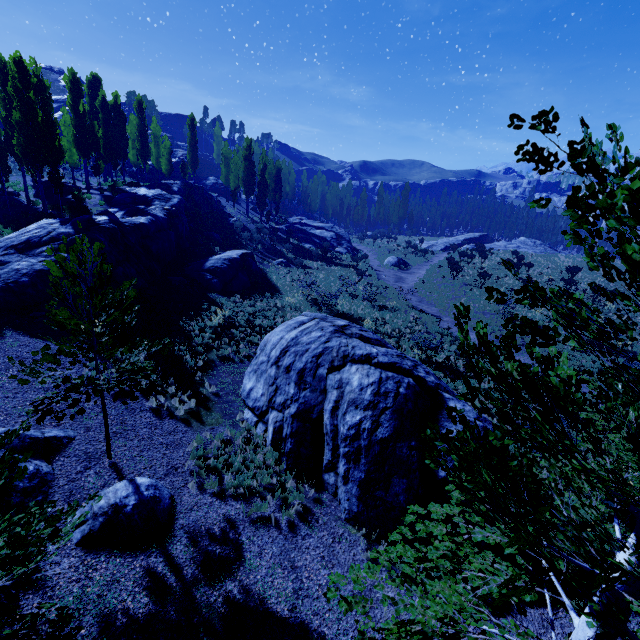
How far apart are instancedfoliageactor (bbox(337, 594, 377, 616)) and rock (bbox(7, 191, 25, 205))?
37.9m

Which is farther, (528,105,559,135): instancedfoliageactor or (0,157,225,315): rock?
(0,157,225,315): rock

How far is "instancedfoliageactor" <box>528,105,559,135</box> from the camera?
3.1m

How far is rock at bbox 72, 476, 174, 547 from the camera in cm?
701

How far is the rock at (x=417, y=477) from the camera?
8.5m

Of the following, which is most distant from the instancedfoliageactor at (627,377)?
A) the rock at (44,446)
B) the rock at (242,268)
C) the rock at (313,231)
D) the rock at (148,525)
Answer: the rock at (242,268)

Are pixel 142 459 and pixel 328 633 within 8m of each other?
yes

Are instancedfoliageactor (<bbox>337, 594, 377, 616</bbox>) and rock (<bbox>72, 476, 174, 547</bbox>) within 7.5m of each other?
yes
